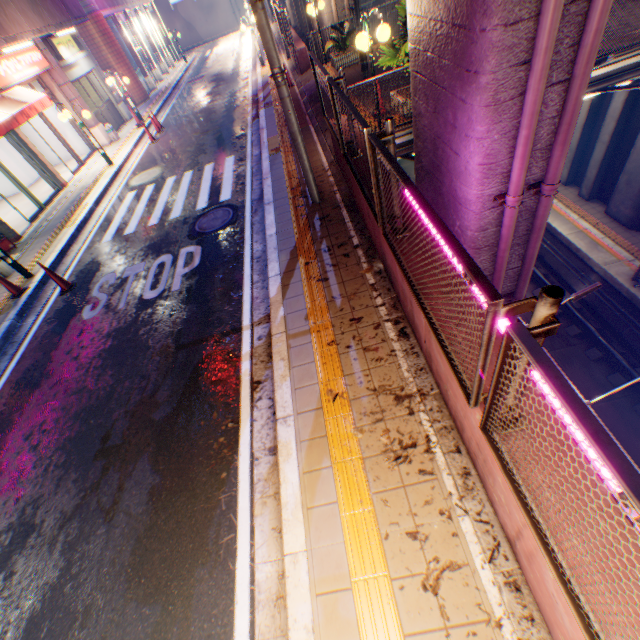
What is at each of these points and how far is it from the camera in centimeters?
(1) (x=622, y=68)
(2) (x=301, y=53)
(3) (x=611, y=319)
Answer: (1) bridge, 778cm
(2) concrete block, 1374cm
(3) railway, 1102cm

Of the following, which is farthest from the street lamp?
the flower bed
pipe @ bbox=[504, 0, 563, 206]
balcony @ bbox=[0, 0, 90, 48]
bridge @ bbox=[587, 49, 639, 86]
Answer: balcony @ bbox=[0, 0, 90, 48]

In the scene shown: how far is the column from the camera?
13.6 meters

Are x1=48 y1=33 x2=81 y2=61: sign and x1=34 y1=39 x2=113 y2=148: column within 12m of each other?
yes

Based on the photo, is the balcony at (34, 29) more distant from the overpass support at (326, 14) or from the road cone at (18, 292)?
the overpass support at (326, 14)

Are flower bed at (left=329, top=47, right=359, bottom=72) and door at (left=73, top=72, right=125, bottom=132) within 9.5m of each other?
no

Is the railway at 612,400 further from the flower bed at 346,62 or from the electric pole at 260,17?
the electric pole at 260,17

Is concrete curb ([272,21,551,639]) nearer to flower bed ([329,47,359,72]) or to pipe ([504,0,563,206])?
flower bed ([329,47,359,72])
